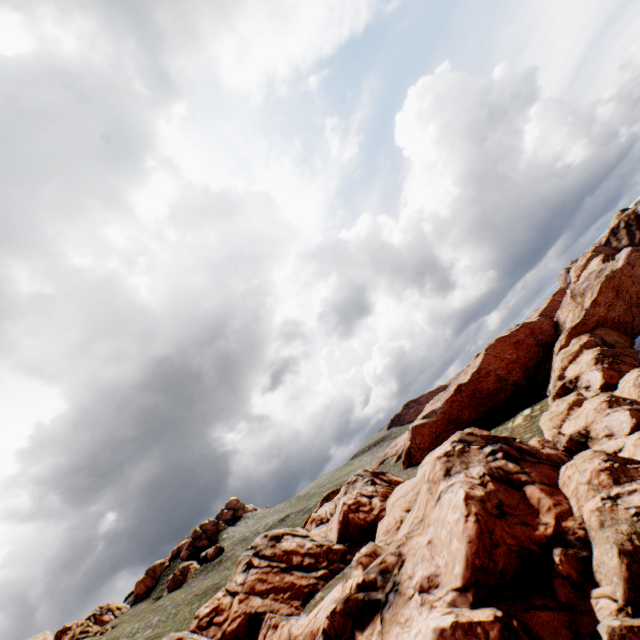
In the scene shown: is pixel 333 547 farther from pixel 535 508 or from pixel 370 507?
pixel 535 508

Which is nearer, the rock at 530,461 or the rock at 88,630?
the rock at 530,461

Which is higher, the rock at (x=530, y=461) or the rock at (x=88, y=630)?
the rock at (x=88, y=630)

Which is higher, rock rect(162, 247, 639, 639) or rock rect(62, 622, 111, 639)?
rock rect(62, 622, 111, 639)

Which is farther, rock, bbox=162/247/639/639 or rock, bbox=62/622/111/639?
rock, bbox=62/622/111/639
